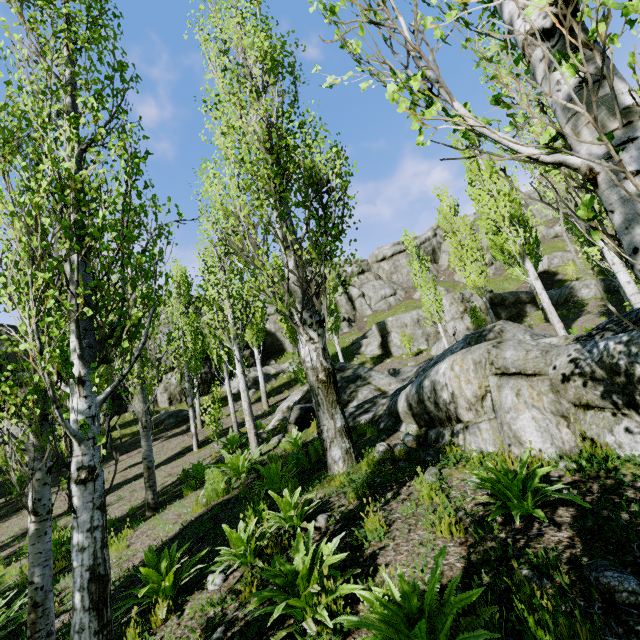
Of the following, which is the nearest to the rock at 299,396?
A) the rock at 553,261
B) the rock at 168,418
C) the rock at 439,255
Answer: the rock at 168,418

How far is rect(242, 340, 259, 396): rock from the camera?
24.0 meters

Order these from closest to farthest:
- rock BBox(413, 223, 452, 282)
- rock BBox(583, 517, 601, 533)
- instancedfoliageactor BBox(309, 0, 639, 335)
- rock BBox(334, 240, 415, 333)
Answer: instancedfoliageactor BBox(309, 0, 639, 335) → rock BBox(583, 517, 601, 533) → rock BBox(334, 240, 415, 333) → rock BBox(413, 223, 452, 282)

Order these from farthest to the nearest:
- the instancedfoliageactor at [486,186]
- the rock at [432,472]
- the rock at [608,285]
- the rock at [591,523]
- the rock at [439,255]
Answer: the rock at [439,255]
the rock at [608,285]
the rock at [432,472]
the rock at [591,523]
the instancedfoliageactor at [486,186]

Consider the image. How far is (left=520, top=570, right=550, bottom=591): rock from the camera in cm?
241

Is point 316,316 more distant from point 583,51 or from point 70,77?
point 583,51

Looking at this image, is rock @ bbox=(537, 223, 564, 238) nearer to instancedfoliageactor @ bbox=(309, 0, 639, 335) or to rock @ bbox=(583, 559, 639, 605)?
instancedfoliageactor @ bbox=(309, 0, 639, 335)

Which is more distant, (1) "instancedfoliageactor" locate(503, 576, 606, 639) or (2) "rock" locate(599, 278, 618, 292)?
(2) "rock" locate(599, 278, 618, 292)
